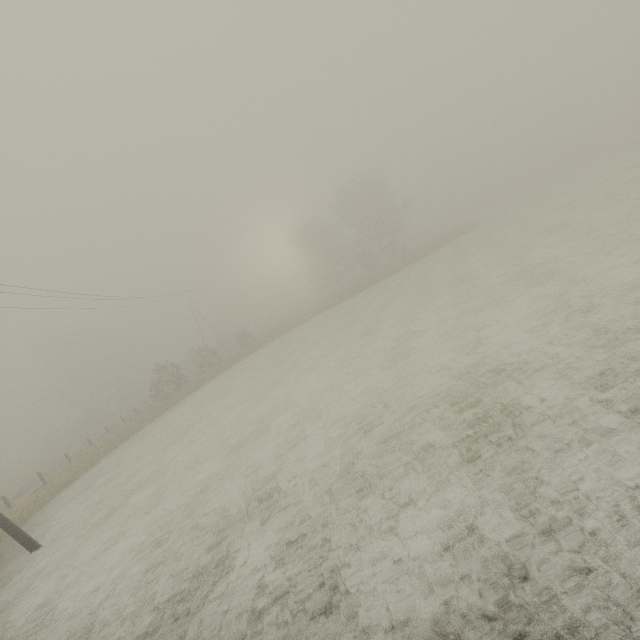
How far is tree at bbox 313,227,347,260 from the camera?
57.3 meters

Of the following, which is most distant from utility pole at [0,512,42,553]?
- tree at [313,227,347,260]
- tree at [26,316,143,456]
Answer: tree at [313,227,347,260]

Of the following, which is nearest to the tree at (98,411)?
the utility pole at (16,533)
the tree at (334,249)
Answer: the tree at (334,249)

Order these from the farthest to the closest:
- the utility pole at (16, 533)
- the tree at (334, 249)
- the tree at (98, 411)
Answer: the tree at (334, 249), the tree at (98, 411), the utility pole at (16, 533)

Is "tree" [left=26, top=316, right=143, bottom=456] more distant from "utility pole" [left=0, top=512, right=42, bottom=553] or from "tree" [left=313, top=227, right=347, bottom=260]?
"utility pole" [left=0, top=512, right=42, bottom=553]

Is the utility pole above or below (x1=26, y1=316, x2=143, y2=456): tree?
below

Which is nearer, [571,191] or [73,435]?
[571,191]
